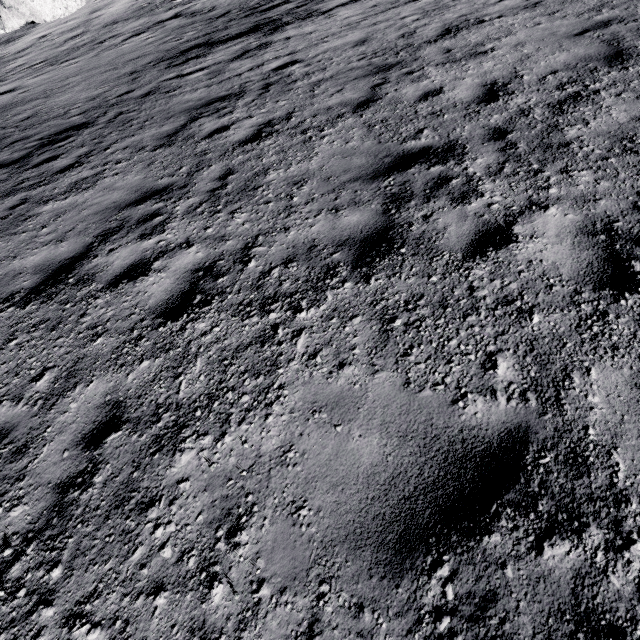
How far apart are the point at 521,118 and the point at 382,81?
3.2 meters
